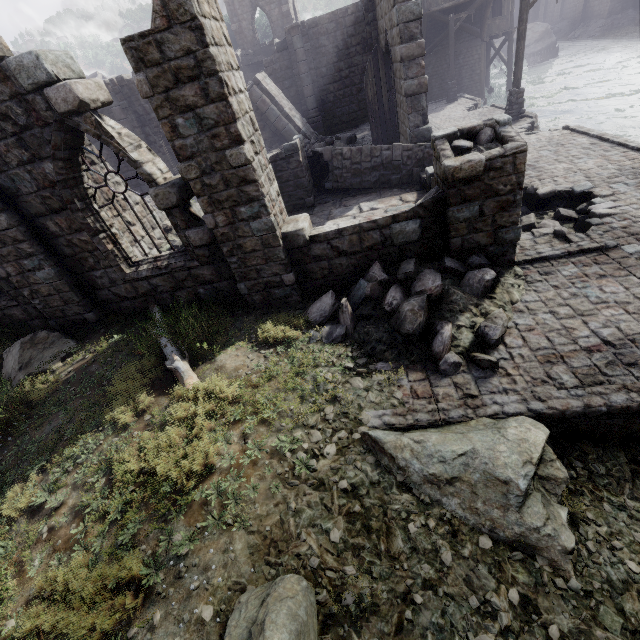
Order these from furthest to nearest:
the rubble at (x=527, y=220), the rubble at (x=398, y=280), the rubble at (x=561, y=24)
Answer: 1. the rubble at (x=561, y=24)
2. the rubble at (x=527, y=220)
3. the rubble at (x=398, y=280)

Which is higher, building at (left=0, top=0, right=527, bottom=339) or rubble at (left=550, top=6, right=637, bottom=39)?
building at (left=0, top=0, right=527, bottom=339)

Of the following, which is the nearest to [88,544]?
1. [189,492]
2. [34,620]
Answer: [34,620]

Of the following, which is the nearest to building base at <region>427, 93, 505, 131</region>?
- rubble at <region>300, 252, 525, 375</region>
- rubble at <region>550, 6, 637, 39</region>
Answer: rubble at <region>300, 252, 525, 375</region>

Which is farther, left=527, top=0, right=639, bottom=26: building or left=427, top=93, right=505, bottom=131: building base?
left=527, top=0, right=639, bottom=26: building

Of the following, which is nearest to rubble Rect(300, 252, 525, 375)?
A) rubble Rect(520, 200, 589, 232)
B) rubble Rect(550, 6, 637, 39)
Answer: rubble Rect(520, 200, 589, 232)

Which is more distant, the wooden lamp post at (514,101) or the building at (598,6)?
the building at (598,6)

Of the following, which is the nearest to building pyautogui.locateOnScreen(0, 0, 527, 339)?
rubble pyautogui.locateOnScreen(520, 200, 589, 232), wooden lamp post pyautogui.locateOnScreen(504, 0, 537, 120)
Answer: rubble pyautogui.locateOnScreen(520, 200, 589, 232)
